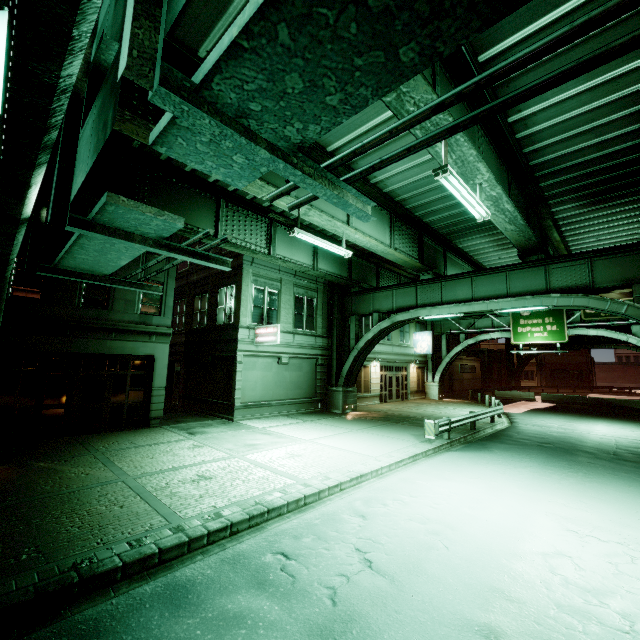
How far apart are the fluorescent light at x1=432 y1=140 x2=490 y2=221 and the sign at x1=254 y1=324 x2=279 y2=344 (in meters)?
11.03

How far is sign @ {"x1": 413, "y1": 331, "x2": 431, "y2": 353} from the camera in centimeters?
3250cm

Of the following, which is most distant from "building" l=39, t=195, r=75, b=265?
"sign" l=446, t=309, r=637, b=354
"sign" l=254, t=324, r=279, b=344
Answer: "sign" l=446, t=309, r=637, b=354

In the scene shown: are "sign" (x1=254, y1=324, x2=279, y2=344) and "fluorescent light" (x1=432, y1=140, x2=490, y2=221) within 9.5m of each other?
no

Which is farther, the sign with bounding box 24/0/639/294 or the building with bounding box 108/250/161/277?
the building with bounding box 108/250/161/277

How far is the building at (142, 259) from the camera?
15.3 meters

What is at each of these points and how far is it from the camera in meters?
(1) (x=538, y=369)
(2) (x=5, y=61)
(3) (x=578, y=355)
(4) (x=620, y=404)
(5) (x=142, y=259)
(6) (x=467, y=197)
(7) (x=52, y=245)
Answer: (1) building, 59.8 m
(2) fluorescent light, 2.3 m
(3) building, 59.9 m
(4) barrier, 30.3 m
(5) building, 16.1 m
(6) fluorescent light, 9.0 m
(7) building, 13.6 m

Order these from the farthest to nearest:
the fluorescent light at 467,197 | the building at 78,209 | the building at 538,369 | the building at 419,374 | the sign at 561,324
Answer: the building at 538,369 < the building at 419,374 < the sign at 561,324 < the building at 78,209 < the fluorescent light at 467,197
